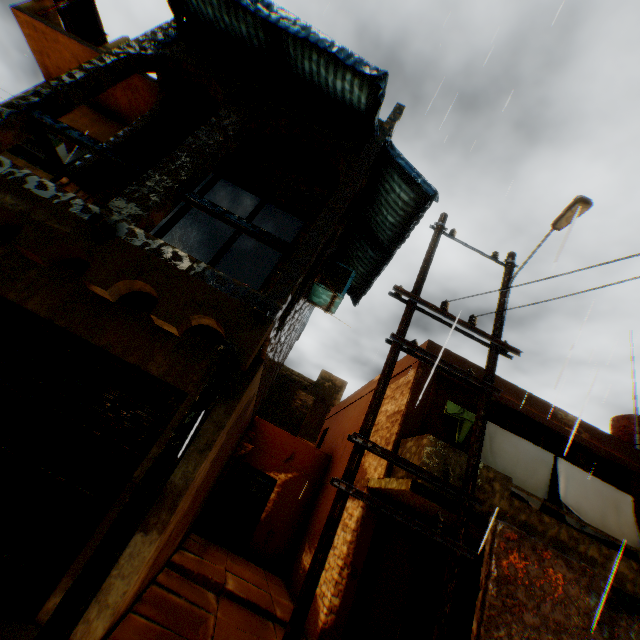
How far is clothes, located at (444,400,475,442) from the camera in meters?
7.5 m

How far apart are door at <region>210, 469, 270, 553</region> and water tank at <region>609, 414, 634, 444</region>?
12.6 meters

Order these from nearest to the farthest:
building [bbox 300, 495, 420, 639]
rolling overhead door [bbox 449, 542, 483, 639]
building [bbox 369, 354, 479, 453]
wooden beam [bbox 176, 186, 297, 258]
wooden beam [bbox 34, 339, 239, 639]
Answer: wooden beam [bbox 34, 339, 239, 639] → wooden beam [bbox 176, 186, 297, 258] → building [bbox 300, 495, 420, 639] → rolling overhead door [bbox 449, 542, 483, 639] → building [bbox 369, 354, 479, 453]

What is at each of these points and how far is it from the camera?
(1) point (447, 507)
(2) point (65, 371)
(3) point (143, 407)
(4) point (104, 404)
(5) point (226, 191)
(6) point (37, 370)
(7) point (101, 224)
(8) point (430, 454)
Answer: (1) balcony, 5.93m
(2) rolling overhead door, 5.03m
(3) rolling overhead door, 5.05m
(4) rolling overhead door, 4.95m
(5) building, 9.67m
(6) rolling overhead door, 4.95m
(7) wooden beam, 3.76m
(8) balcony, 6.29m

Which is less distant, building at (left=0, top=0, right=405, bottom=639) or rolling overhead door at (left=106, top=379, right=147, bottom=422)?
building at (left=0, top=0, right=405, bottom=639)

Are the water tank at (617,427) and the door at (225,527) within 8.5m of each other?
no

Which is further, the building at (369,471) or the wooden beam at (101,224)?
the building at (369,471)

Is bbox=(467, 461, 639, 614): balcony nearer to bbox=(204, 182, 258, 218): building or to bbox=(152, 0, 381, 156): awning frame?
bbox=(204, 182, 258, 218): building
